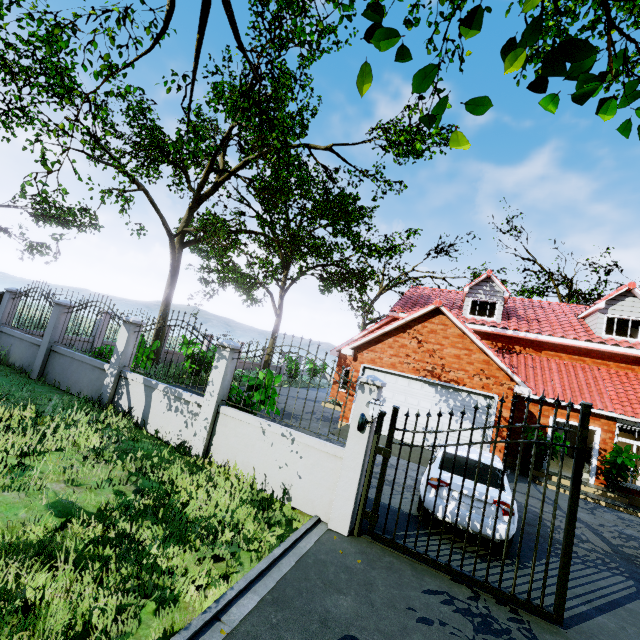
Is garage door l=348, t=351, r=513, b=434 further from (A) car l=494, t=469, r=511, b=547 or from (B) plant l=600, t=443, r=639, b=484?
(B) plant l=600, t=443, r=639, b=484

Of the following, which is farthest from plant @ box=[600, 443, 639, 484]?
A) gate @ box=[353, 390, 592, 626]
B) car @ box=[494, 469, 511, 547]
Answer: gate @ box=[353, 390, 592, 626]

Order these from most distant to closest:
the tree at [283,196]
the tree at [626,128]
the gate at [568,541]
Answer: the tree at [283,196] → the gate at [568,541] → the tree at [626,128]

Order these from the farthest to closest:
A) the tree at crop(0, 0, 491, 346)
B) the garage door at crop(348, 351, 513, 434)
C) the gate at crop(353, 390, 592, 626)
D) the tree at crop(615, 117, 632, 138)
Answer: the garage door at crop(348, 351, 513, 434), the tree at crop(0, 0, 491, 346), the gate at crop(353, 390, 592, 626), the tree at crop(615, 117, 632, 138)

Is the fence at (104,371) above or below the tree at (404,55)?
below

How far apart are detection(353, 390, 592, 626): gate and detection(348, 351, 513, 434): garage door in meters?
7.4 m

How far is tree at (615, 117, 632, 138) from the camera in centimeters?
169cm

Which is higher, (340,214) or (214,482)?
(340,214)
